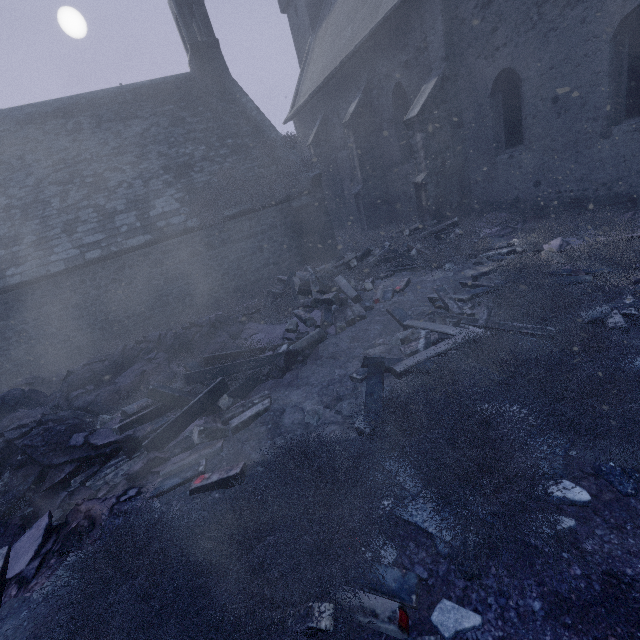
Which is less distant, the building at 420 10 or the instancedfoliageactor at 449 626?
the instancedfoliageactor at 449 626

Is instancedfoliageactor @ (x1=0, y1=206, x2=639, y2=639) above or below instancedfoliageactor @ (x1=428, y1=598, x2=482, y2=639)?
above

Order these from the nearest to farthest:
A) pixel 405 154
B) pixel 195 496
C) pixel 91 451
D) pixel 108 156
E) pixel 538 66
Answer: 1. pixel 195 496
2. pixel 91 451
3. pixel 538 66
4. pixel 108 156
5. pixel 405 154

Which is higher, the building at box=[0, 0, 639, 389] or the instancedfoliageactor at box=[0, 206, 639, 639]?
the building at box=[0, 0, 639, 389]

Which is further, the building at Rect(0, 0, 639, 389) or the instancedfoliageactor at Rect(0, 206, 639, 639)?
the building at Rect(0, 0, 639, 389)
